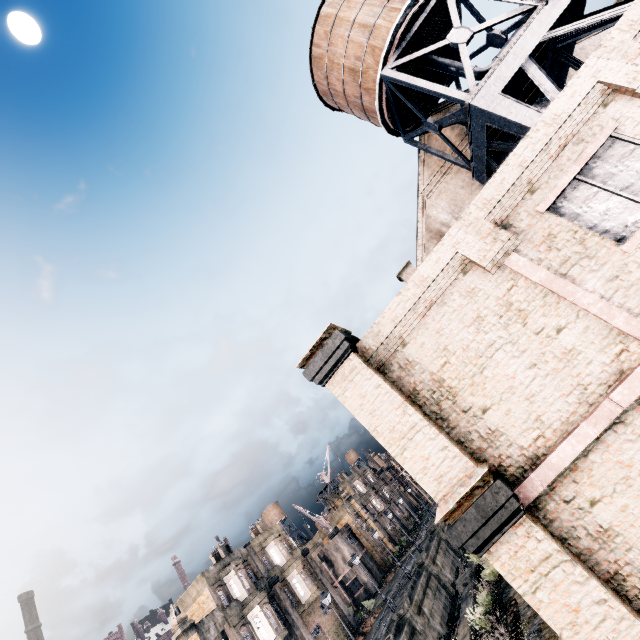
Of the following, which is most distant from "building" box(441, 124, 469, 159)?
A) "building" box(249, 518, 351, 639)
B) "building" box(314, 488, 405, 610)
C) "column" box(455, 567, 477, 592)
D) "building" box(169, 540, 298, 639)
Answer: "building" box(314, 488, 405, 610)

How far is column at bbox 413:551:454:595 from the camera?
33.9m

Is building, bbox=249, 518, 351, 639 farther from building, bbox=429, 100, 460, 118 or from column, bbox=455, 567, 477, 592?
building, bbox=429, 100, 460, 118

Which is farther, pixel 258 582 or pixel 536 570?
pixel 258 582

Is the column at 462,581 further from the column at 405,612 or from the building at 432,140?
the building at 432,140

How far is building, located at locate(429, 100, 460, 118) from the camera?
22.8 meters

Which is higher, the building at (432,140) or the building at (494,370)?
the building at (432,140)

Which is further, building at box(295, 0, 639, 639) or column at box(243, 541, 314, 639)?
column at box(243, 541, 314, 639)
